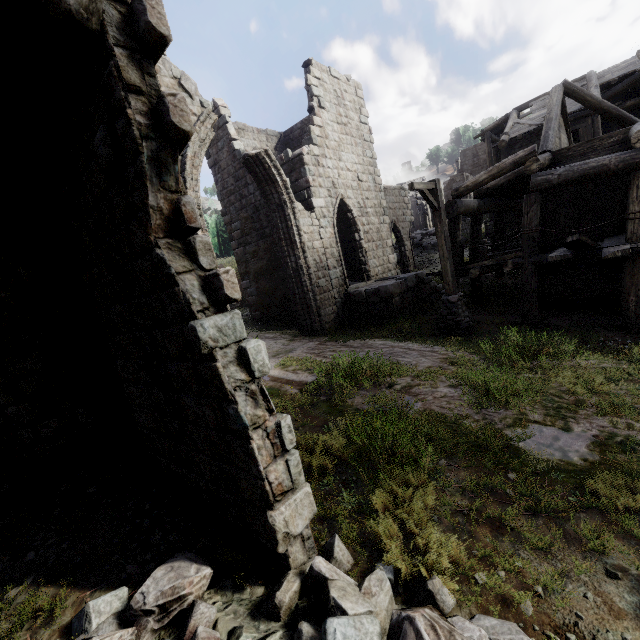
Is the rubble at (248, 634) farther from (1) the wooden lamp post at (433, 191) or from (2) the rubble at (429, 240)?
(2) the rubble at (429, 240)

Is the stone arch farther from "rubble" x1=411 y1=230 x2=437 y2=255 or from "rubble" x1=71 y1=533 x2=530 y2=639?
"rubble" x1=71 y1=533 x2=530 y2=639

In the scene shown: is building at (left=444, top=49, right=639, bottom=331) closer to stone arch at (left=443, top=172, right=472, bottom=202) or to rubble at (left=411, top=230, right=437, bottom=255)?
rubble at (left=411, top=230, right=437, bottom=255)

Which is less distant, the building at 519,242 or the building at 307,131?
the building at 519,242

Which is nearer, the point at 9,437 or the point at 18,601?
the point at 18,601

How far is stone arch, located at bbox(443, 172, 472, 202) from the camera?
38.3 meters

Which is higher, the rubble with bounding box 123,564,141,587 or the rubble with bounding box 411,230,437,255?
the rubble with bounding box 411,230,437,255

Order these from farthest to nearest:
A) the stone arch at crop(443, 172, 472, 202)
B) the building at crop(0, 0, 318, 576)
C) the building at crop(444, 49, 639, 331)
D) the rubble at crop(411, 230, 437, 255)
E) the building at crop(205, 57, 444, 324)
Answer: the stone arch at crop(443, 172, 472, 202)
the rubble at crop(411, 230, 437, 255)
the building at crop(205, 57, 444, 324)
the building at crop(444, 49, 639, 331)
the building at crop(0, 0, 318, 576)
